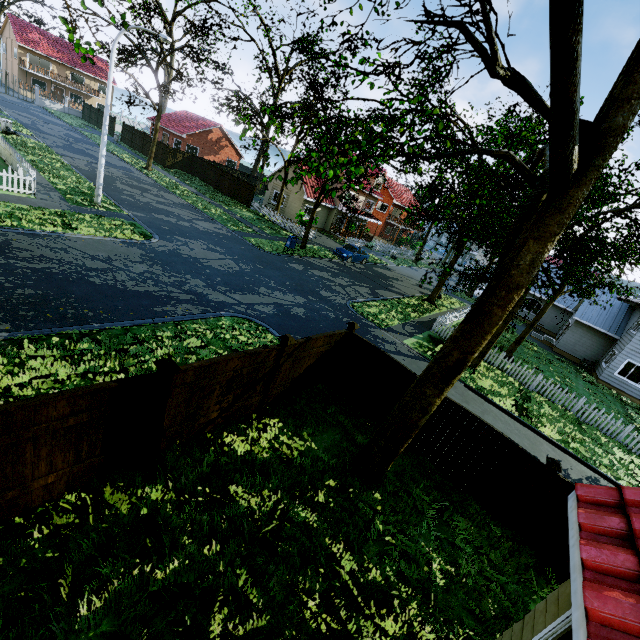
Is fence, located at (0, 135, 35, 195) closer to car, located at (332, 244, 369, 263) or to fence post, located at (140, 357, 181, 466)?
fence post, located at (140, 357, 181, 466)

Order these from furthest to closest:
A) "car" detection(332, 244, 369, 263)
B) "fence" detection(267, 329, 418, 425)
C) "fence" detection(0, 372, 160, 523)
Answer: "car" detection(332, 244, 369, 263) → "fence" detection(267, 329, 418, 425) → "fence" detection(0, 372, 160, 523)

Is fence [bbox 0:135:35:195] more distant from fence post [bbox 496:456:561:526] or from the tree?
the tree

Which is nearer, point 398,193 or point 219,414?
point 219,414

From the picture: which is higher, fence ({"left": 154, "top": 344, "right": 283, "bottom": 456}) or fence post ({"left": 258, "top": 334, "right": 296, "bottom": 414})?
fence post ({"left": 258, "top": 334, "right": 296, "bottom": 414})

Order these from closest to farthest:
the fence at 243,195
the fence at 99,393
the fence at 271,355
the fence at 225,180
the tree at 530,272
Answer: the fence at 99,393, the tree at 530,272, the fence at 271,355, the fence at 243,195, the fence at 225,180

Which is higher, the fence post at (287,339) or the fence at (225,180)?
the fence post at (287,339)

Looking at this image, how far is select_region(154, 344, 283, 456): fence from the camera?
5.6m
